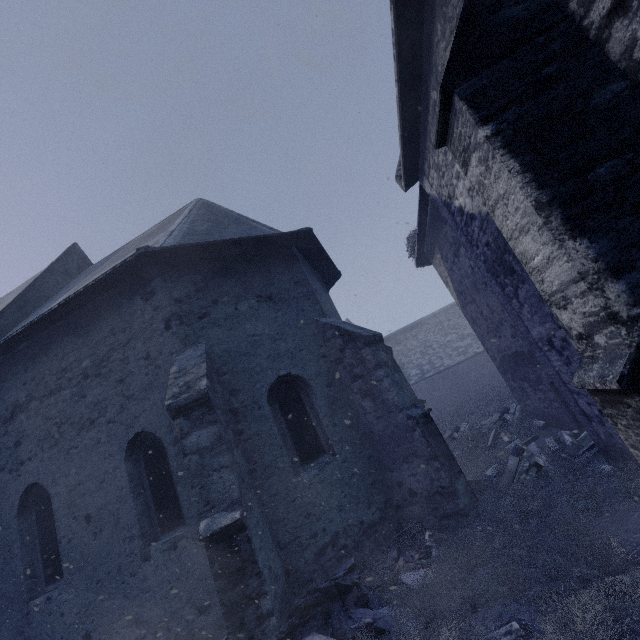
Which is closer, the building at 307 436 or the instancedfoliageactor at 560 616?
the building at 307 436

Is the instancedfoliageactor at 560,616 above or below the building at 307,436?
below

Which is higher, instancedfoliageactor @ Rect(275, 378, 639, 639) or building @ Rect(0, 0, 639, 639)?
building @ Rect(0, 0, 639, 639)

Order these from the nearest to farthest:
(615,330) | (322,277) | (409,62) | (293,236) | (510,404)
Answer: (615,330), (409,62), (293,236), (322,277), (510,404)

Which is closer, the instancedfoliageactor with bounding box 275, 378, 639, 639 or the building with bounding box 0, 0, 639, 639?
the building with bounding box 0, 0, 639, 639
